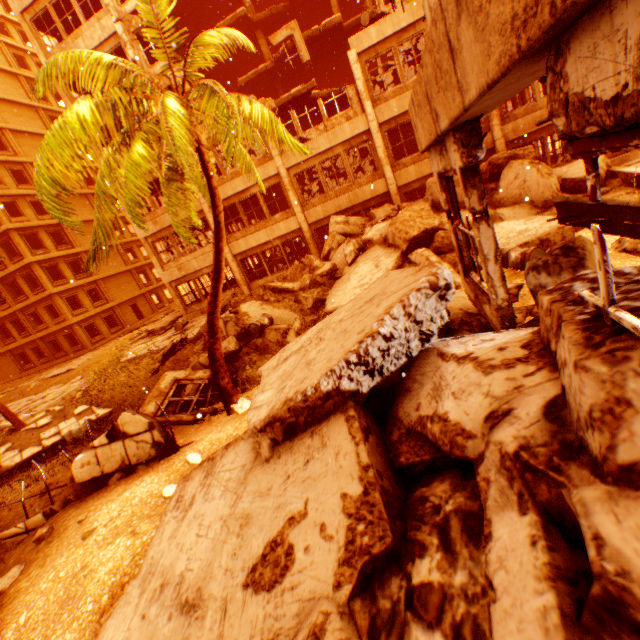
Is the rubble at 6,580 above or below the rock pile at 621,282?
below

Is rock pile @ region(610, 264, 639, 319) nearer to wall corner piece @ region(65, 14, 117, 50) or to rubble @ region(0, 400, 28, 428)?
rubble @ region(0, 400, 28, 428)

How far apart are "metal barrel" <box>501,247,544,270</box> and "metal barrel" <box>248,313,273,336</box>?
6.4 meters

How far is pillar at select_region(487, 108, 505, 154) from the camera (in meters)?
14.32

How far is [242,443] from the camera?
3.8m

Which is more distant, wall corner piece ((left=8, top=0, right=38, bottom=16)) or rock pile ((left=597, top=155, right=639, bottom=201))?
wall corner piece ((left=8, top=0, right=38, bottom=16))

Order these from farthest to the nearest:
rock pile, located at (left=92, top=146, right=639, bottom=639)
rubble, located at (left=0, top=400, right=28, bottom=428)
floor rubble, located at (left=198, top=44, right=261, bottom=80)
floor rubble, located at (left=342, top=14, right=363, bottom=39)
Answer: floor rubble, located at (left=198, top=44, right=261, bottom=80), floor rubble, located at (left=342, top=14, right=363, bottom=39), rubble, located at (left=0, top=400, right=28, bottom=428), rock pile, located at (left=92, top=146, right=639, bottom=639)

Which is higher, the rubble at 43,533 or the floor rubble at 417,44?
the floor rubble at 417,44
